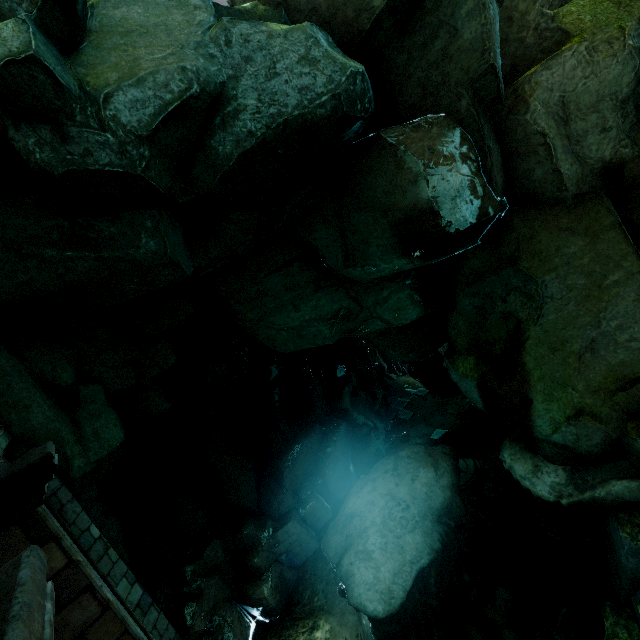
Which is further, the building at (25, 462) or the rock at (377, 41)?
the rock at (377, 41)

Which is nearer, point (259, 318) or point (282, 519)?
point (259, 318)

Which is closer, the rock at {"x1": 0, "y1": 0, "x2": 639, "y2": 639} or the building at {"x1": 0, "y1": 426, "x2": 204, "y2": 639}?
the building at {"x1": 0, "y1": 426, "x2": 204, "y2": 639}
